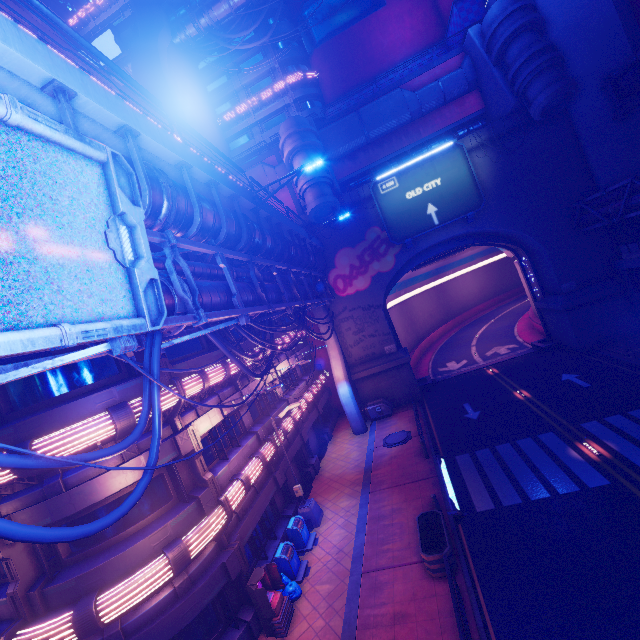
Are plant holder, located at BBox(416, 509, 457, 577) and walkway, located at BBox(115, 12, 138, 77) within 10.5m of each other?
no

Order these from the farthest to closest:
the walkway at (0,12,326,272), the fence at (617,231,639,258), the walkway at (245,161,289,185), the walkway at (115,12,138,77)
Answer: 1. the walkway at (115,12,138,77)
2. the walkway at (245,161,289,185)
3. the fence at (617,231,639,258)
4. the walkway at (0,12,326,272)

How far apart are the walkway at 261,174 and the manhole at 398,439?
23.74m

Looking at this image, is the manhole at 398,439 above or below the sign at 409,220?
below

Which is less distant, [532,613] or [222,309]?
[532,613]

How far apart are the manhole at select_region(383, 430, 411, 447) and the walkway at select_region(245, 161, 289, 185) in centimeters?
2374cm

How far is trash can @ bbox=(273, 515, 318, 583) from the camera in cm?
1308

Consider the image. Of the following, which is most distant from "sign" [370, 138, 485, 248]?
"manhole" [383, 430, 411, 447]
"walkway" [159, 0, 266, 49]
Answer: "walkway" [159, 0, 266, 49]
